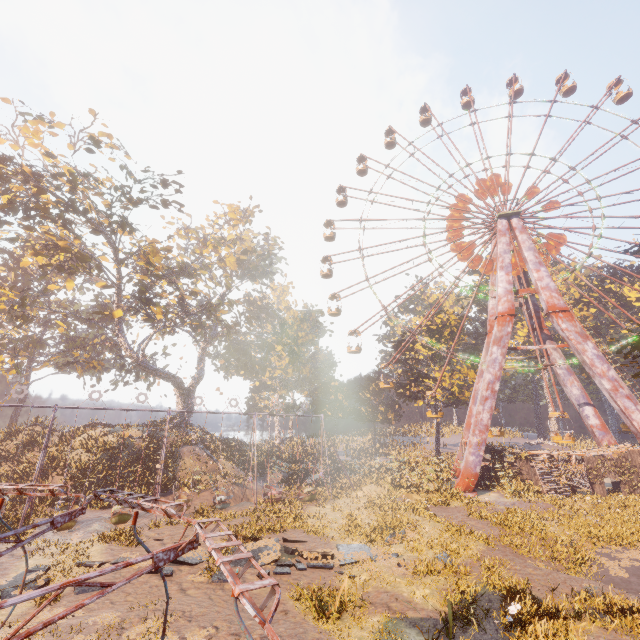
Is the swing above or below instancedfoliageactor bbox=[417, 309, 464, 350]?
below

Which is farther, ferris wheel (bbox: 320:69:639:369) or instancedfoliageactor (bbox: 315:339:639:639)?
ferris wheel (bbox: 320:69:639:369)

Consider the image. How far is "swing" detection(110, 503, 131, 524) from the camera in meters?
17.2

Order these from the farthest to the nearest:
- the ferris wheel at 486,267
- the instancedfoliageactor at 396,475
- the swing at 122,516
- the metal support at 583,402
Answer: the ferris wheel at 486,267 → the metal support at 583,402 → the swing at 122,516 → the instancedfoliageactor at 396,475

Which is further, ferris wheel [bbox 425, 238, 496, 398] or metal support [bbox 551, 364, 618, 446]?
ferris wheel [bbox 425, 238, 496, 398]

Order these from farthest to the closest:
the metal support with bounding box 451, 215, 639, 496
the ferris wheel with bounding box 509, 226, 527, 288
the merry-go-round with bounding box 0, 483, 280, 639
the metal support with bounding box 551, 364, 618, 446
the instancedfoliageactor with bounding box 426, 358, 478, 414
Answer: the instancedfoliageactor with bounding box 426, 358, 478, 414, the ferris wheel with bounding box 509, 226, 527, 288, the metal support with bounding box 551, 364, 618, 446, the metal support with bounding box 451, 215, 639, 496, the merry-go-round with bounding box 0, 483, 280, 639

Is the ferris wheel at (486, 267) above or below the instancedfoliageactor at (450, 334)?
above

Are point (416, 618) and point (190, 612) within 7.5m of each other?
yes
